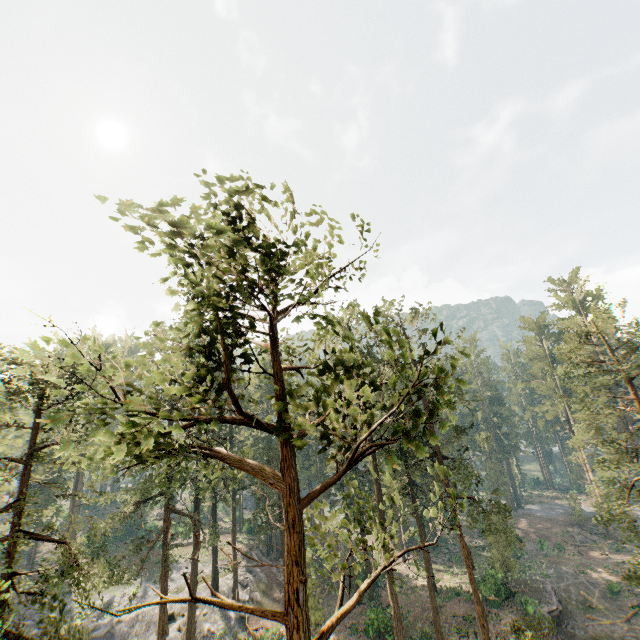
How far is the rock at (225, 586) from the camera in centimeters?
3734cm

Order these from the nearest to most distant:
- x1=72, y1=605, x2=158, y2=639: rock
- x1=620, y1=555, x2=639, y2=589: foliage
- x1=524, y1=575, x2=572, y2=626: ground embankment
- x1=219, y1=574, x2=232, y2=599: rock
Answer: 1. x1=620, y1=555, x2=639, y2=589: foliage
2. x1=72, y1=605, x2=158, y2=639: rock
3. x1=524, y1=575, x2=572, y2=626: ground embankment
4. x1=219, y1=574, x2=232, y2=599: rock

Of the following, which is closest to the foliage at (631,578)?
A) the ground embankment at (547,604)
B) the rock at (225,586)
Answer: the rock at (225,586)

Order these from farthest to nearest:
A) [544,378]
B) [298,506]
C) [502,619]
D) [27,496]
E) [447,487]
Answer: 1. [544,378]
2. [502,619]
3. [447,487]
4. [27,496]
5. [298,506]

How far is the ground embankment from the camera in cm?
3103

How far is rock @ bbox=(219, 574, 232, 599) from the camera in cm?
3734

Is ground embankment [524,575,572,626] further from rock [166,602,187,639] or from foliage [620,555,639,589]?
rock [166,602,187,639]
